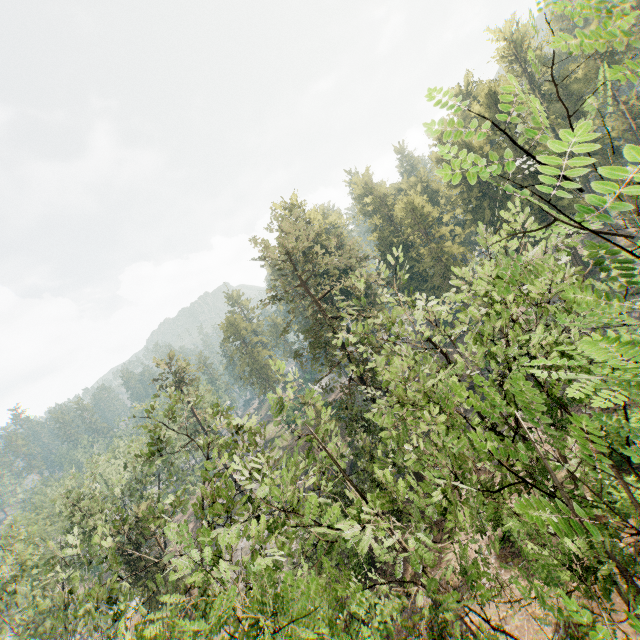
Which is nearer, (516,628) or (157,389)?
(516,628)
